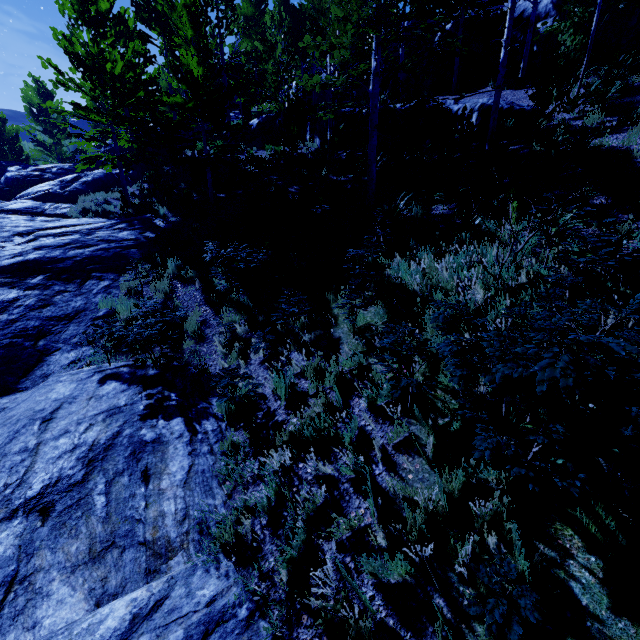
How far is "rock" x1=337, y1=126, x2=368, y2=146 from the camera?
15.31m

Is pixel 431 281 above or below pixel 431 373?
above

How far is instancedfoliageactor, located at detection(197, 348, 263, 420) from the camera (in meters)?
4.80

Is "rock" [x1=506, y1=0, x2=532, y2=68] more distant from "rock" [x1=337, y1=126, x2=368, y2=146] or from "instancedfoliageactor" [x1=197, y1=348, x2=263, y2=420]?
"rock" [x1=337, y1=126, x2=368, y2=146]

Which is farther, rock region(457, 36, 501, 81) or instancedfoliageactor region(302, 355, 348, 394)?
rock region(457, 36, 501, 81)

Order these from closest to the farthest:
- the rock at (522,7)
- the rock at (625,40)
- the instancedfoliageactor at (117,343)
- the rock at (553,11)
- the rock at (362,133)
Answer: the instancedfoliageactor at (117,343), the rock at (625,40), the rock at (553,11), the rock at (362,133), the rock at (522,7)

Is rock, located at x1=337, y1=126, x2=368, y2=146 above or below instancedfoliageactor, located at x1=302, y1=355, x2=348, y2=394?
above

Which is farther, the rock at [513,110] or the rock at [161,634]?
the rock at [513,110]
